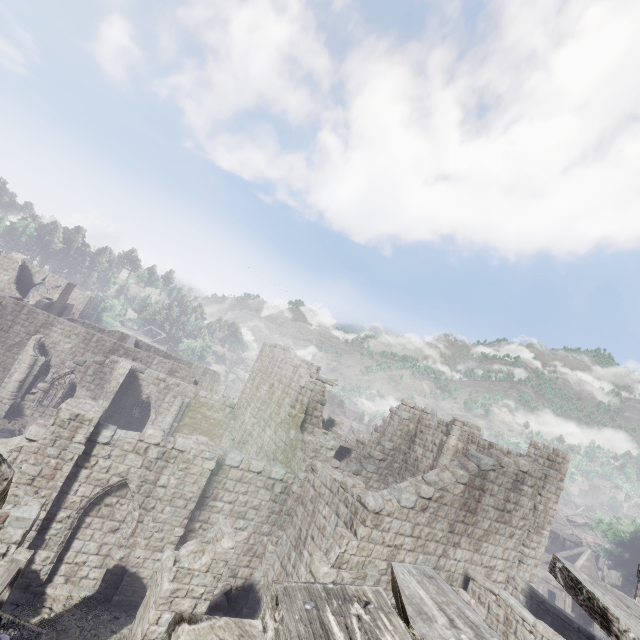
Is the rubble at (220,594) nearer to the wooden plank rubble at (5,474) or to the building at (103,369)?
the building at (103,369)

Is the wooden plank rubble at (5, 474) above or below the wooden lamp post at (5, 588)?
above

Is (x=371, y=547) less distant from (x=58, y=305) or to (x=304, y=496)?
(x=304, y=496)

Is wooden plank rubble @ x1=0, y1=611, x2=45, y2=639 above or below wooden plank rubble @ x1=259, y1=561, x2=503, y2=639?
below

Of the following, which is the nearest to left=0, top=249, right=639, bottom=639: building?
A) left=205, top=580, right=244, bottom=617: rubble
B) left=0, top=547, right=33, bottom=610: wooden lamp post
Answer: left=205, top=580, right=244, bottom=617: rubble

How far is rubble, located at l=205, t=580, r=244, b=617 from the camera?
13.06m

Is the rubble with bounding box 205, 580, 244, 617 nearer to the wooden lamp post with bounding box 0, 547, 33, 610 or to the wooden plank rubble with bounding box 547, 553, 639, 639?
the wooden lamp post with bounding box 0, 547, 33, 610

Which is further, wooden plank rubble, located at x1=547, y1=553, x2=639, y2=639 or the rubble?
the rubble
